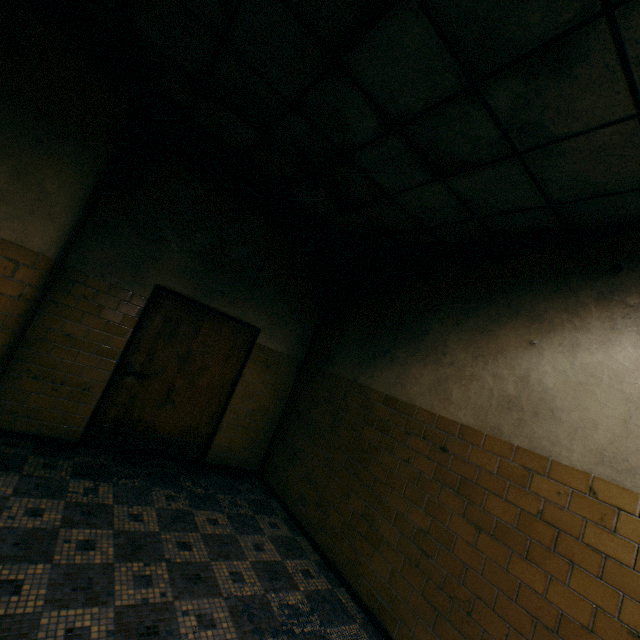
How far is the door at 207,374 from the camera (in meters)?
4.15

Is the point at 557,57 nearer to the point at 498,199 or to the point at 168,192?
the point at 498,199

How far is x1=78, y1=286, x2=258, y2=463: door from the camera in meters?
4.2 m
